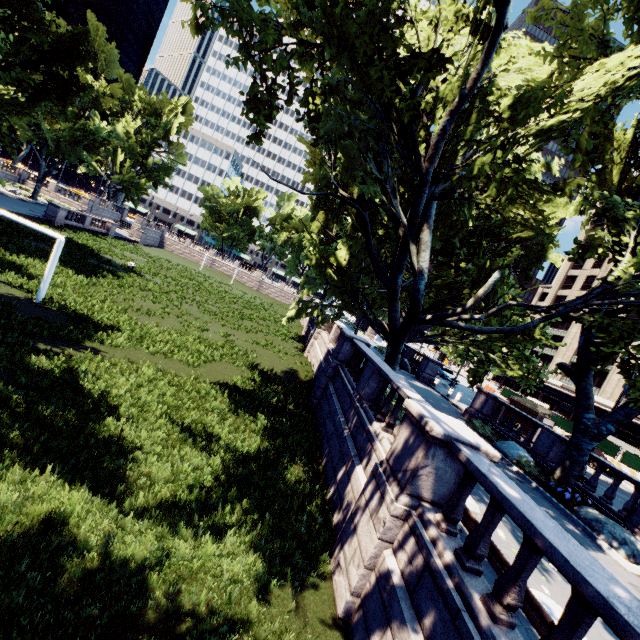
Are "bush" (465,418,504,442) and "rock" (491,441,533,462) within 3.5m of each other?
yes

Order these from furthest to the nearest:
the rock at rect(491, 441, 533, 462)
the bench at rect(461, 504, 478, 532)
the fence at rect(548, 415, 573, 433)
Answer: the fence at rect(548, 415, 573, 433)
the rock at rect(491, 441, 533, 462)
the bench at rect(461, 504, 478, 532)

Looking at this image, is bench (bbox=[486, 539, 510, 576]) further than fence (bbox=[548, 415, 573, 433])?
No

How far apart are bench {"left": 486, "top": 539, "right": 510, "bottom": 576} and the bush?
10.8m

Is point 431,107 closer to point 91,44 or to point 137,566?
point 137,566

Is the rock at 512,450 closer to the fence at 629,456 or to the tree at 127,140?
the tree at 127,140

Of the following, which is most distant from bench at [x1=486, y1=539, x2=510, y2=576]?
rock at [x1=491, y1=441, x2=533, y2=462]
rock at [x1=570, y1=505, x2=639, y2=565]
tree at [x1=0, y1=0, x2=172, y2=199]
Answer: rock at [x1=491, y1=441, x2=533, y2=462]

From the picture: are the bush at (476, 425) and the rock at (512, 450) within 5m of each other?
yes
